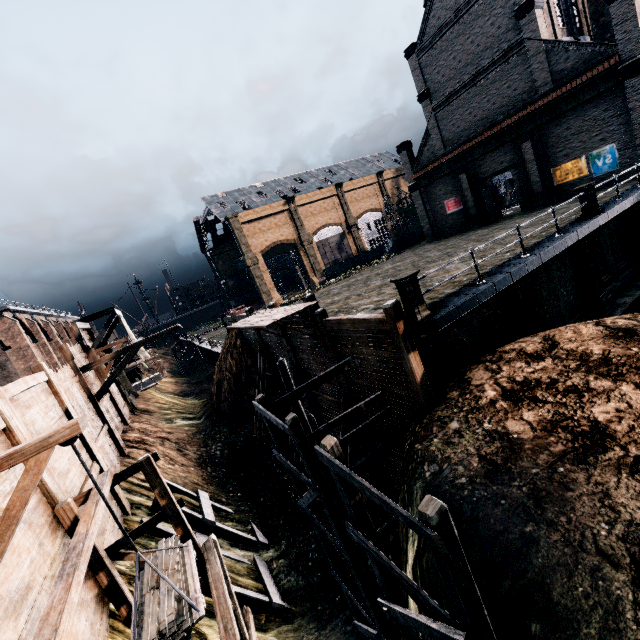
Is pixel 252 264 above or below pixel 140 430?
above

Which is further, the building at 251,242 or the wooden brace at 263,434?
the building at 251,242

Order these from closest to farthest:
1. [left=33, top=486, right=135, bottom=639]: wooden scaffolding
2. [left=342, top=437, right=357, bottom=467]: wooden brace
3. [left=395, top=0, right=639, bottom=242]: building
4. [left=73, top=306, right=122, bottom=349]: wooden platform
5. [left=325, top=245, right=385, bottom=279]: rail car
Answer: [left=33, top=486, right=135, bottom=639]: wooden scaffolding, [left=342, top=437, right=357, bottom=467]: wooden brace, [left=395, top=0, right=639, bottom=242]: building, [left=73, top=306, right=122, bottom=349]: wooden platform, [left=325, top=245, right=385, bottom=279]: rail car

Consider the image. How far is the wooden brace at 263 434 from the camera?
22.6 meters

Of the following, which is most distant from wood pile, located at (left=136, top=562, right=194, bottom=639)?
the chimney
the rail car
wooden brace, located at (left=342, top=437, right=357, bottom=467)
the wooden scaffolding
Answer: the rail car

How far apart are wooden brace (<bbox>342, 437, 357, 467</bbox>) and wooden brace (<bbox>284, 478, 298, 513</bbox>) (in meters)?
4.83

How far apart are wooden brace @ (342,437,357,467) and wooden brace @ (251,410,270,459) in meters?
10.0 m

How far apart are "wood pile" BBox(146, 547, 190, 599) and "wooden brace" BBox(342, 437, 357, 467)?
8.47m
